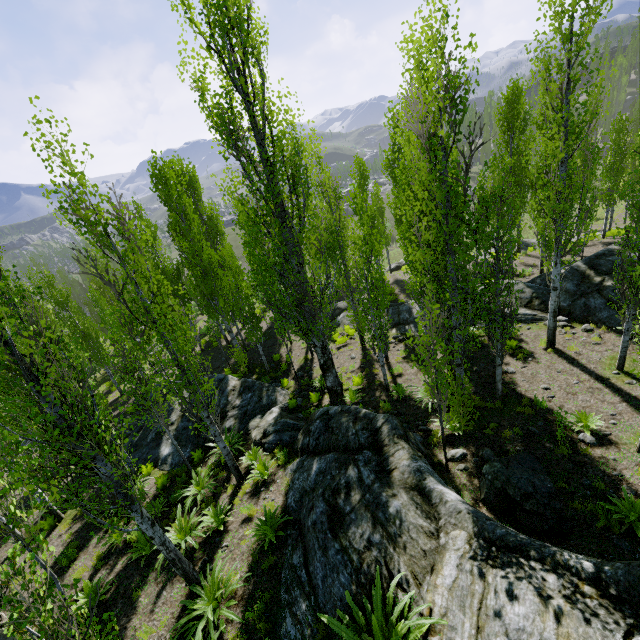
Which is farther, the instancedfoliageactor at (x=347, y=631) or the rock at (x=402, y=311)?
the rock at (x=402, y=311)

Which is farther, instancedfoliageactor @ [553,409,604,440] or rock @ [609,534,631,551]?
instancedfoliageactor @ [553,409,604,440]

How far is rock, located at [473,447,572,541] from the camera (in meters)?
6.37

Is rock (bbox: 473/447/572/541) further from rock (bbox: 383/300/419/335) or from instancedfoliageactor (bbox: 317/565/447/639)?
rock (bbox: 383/300/419/335)

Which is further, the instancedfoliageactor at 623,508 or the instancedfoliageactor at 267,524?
the instancedfoliageactor at 267,524

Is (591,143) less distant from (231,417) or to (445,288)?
(445,288)
